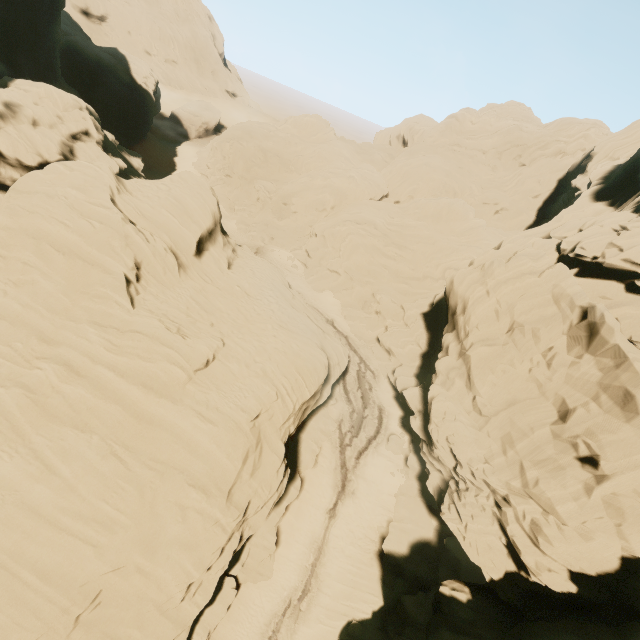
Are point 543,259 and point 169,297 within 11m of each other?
A: no
